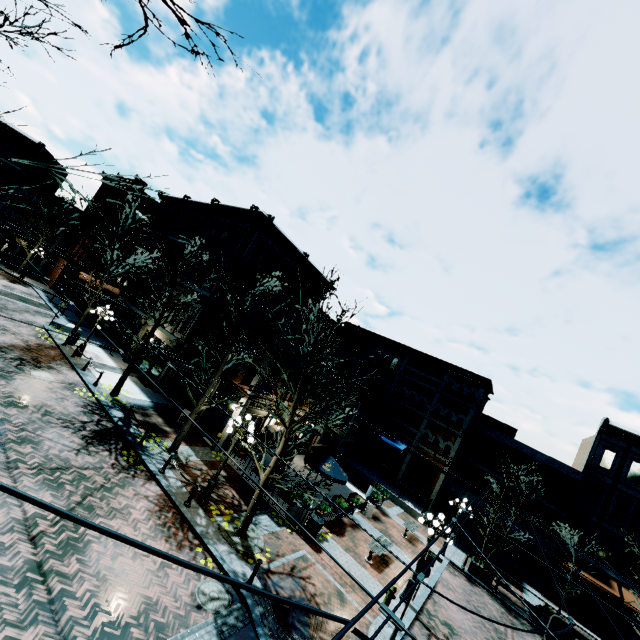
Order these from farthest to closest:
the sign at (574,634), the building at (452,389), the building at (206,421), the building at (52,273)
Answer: the building at (52,273) < the building at (452,389) < the building at (206,421) < the sign at (574,634)

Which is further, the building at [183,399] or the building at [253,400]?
the building at [183,399]

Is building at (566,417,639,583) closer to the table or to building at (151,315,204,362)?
building at (151,315,204,362)

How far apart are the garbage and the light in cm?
433

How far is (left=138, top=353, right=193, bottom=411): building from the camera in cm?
2103

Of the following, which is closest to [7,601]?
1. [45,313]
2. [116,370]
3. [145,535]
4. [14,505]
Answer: [14,505]

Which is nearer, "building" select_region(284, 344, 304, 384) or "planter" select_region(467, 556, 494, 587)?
"planter" select_region(467, 556, 494, 587)

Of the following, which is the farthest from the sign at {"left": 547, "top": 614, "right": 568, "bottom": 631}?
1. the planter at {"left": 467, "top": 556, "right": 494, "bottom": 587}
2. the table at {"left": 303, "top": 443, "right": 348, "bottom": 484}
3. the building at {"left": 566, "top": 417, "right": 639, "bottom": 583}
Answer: the building at {"left": 566, "top": 417, "right": 639, "bottom": 583}
